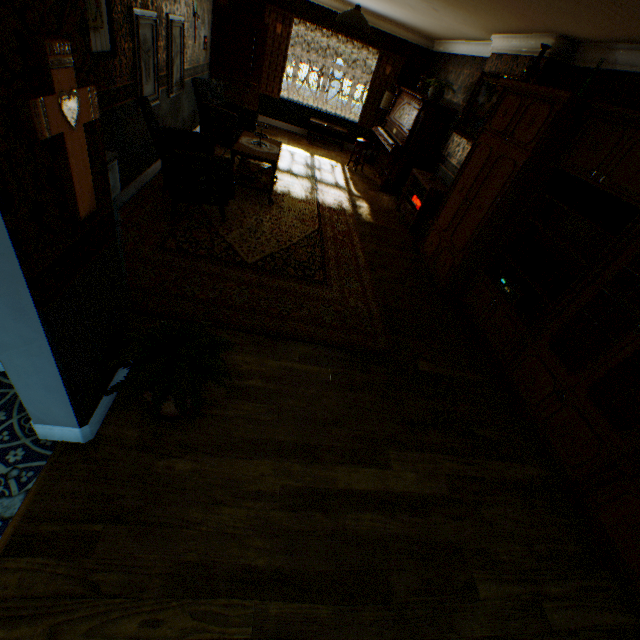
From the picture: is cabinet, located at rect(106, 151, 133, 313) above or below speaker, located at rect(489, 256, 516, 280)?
above

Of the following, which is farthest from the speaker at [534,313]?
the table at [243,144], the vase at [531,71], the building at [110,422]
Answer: the table at [243,144]

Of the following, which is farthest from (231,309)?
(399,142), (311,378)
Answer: (399,142)

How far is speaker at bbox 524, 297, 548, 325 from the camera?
3.46m

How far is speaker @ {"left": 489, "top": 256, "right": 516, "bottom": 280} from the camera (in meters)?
4.09

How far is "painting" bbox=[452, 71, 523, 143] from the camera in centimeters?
533cm

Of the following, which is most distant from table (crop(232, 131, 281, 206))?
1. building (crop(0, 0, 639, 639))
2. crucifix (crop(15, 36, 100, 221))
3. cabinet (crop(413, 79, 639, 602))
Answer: crucifix (crop(15, 36, 100, 221))

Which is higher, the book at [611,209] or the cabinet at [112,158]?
the book at [611,209]
